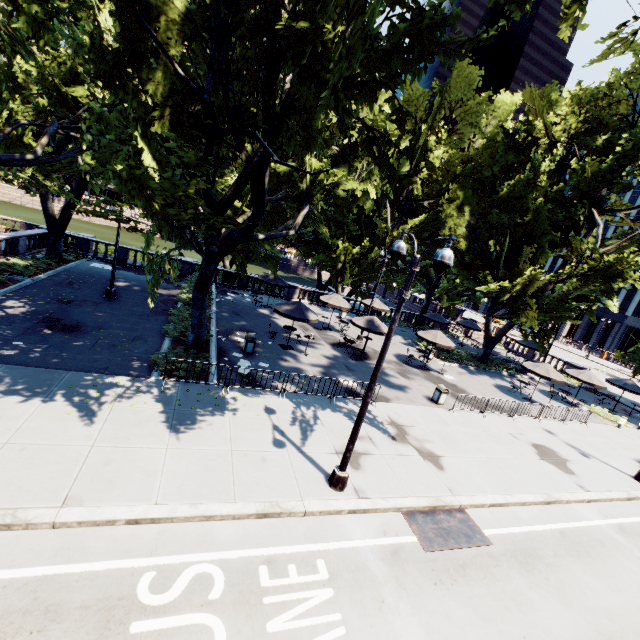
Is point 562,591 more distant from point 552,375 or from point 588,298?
point 588,298

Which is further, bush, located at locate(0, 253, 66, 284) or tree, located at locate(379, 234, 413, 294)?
tree, located at locate(379, 234, 413, 294)

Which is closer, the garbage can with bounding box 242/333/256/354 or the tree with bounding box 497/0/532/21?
the tree with bounding box 497/0/532/21

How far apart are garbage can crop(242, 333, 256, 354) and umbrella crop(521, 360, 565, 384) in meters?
18.7 m

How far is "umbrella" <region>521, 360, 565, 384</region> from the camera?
21.5m

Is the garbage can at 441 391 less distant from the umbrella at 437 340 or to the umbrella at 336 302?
the umbrella at 437 340

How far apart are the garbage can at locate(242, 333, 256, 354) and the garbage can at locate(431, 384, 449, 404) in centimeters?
1014cm

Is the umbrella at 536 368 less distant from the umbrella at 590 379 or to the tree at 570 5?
the tree at 570 5
